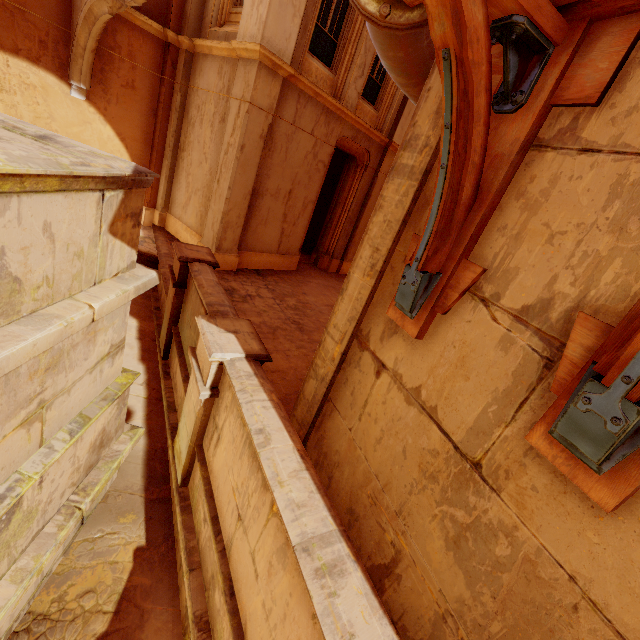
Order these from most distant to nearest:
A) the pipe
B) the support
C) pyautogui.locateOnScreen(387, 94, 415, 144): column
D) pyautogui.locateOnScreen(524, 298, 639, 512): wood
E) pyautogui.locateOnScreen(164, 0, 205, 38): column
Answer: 1. pyautogui.locateOnScreen(387, 94, 415, 144): column
2. pyautogui.locateOnScreen(164, 0, 205, 38): column
3. the support
4. the pipe
5. pyautogui.locateOnScreen(524, 298, 639, 512): wood

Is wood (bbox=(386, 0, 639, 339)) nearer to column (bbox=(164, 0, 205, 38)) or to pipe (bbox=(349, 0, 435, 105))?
pipe (bbox=(349, 0, 435, 105))

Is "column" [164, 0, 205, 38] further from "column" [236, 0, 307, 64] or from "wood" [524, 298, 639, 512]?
"wood" [524, 298, 639, 512]

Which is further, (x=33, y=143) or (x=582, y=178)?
(x=33, y=143)

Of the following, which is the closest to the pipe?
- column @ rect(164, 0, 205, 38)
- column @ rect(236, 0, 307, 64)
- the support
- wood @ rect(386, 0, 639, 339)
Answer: wood @ rect(386, 0, 639, 339)

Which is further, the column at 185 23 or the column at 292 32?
the column at 185 23

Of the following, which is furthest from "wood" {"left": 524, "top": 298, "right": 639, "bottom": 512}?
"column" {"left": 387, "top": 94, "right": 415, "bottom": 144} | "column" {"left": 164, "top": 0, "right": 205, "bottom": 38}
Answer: "column" {"left": 387, "top": 94, "right": 415, "bottom": 144}

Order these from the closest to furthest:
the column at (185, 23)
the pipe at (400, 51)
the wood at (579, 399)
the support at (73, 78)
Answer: the wood at (579, 399), the pipe at (400, 51), the support at (73, 78), the column at (185, 23)
